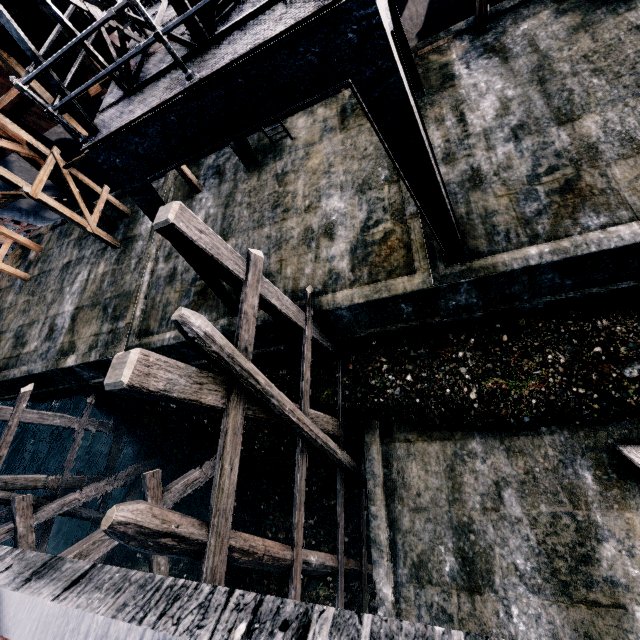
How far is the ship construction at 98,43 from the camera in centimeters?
1121cm

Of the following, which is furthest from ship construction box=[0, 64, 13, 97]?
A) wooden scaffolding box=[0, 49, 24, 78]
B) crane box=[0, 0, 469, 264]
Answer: crane box=[0, 0, 469, 264]

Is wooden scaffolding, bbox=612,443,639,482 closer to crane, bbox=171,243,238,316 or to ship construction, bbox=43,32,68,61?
crane, bbox=171,243,238,316

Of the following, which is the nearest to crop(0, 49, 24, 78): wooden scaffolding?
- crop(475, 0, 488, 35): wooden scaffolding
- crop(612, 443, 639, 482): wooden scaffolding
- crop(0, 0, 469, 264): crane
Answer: crop(0, 0, 469, 264): crane

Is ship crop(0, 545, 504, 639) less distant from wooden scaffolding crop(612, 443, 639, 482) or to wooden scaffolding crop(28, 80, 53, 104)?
wooden scaffolding crop(612, 443, 639, 482)

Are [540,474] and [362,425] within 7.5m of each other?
yes

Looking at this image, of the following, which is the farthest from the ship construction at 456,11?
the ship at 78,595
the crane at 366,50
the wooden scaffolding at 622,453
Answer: the wooden scaffolding at 622,453

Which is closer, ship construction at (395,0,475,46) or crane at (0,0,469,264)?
crane at (0,0,469,264)
